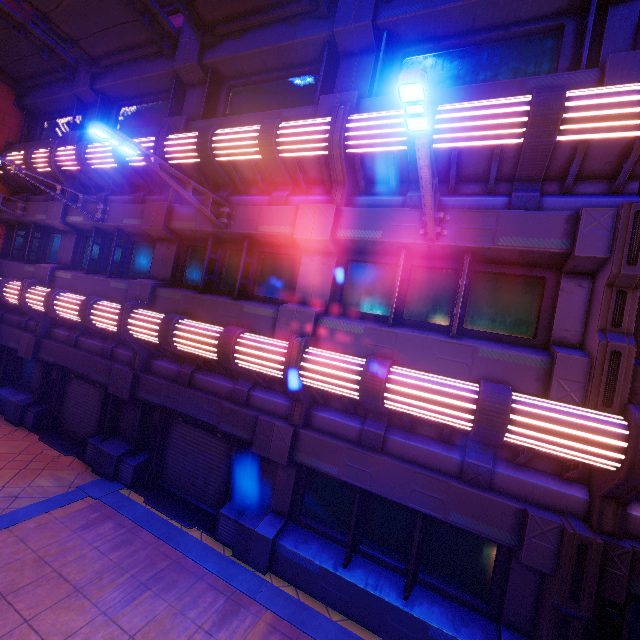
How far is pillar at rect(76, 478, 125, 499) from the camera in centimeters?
794cm

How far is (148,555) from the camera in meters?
6.4

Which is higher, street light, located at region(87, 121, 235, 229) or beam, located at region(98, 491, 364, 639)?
street light, located at region(87, 121, 235, 229)

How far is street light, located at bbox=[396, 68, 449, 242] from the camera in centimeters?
301cm

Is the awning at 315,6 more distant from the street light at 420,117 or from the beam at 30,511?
the beam at 30,511

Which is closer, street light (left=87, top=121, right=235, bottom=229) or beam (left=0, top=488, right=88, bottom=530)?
street light (left=87, top=121, right=235, bottom=229)

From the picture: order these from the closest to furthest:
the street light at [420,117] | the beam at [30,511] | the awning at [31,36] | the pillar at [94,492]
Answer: the street light at [420,117] → the beam at [30,511] → the pillar at [94,492] → the awning at [31,36]

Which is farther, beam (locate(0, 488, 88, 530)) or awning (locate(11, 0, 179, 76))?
awning (locate(11, 0, 179, 76))
